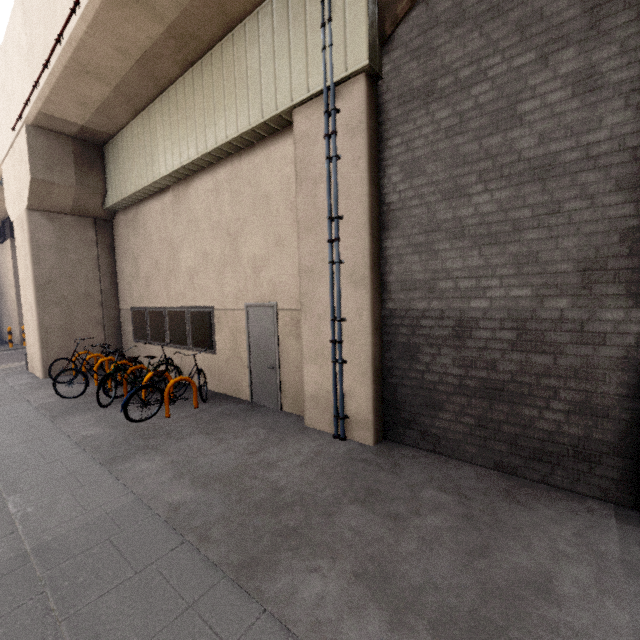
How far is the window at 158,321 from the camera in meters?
→ 7.7

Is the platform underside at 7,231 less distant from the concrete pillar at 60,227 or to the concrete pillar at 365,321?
the concrete pillar at 60,227

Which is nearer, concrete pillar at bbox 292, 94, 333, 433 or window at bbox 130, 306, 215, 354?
concrete pillar at bbox 292, 94, 333, 433

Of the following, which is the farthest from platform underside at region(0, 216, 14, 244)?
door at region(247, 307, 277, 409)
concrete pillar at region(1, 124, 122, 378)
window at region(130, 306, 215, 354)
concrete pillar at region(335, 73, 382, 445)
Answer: concrete pillar at region(335, 73, 382, 445)

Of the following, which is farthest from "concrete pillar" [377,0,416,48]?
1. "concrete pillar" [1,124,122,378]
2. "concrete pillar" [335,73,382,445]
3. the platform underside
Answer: the platform underside

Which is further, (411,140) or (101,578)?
(411,140)

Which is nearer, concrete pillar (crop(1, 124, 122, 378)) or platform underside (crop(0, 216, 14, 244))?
concrete pillar (crop(1, 124, 122, 378))

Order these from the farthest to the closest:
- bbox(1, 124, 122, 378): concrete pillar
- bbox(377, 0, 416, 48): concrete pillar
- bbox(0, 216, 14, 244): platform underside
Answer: bbox(0, 216, 14, 244): platform underside
bbox(1, 124, 122, 378): concrete pillar
bbox(377, 0, 416, 48): concrete pillar
